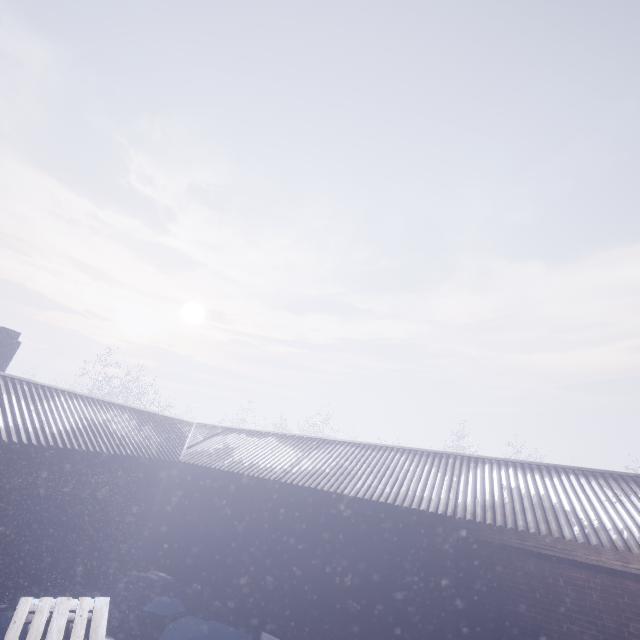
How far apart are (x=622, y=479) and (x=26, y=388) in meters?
11.1 m
